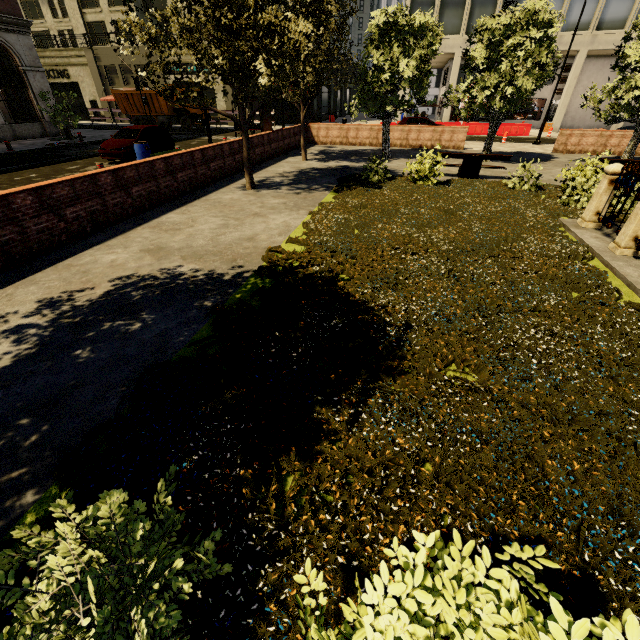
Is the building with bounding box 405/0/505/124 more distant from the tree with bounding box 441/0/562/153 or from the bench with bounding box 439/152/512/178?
the bench with bounding box 439/152/512/178

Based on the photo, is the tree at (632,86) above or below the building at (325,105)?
above

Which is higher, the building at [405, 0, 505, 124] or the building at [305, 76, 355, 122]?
the building at [405, 0, 505, 124]

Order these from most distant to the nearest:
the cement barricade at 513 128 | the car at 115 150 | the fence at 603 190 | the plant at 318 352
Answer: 1. the cement barricade at 513 128
2. the car at 115 150
3. the fence at 603 190
4. the plant at 318 352

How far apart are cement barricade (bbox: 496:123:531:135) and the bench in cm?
A: 1900

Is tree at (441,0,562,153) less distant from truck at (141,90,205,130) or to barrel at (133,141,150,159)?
barrel at (133,141,150,159)

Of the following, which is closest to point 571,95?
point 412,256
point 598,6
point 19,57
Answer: point 598,6

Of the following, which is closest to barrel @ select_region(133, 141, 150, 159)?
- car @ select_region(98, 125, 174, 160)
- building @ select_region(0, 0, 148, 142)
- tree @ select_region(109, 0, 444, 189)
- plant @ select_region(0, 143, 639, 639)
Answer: car @ select_region(98, 125, 174, 160)
